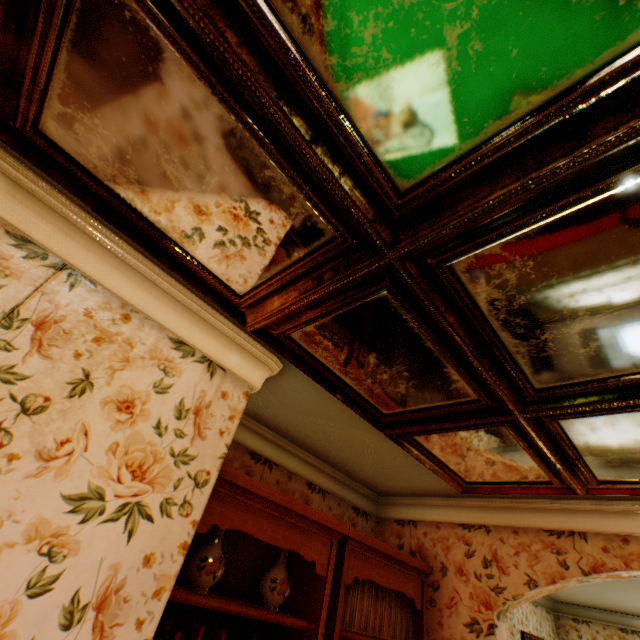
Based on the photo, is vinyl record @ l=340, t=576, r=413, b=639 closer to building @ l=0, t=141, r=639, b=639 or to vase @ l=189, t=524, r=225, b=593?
building @ l=0, t=141, r=639, b=639

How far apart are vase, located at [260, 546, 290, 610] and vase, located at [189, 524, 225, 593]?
0.4m

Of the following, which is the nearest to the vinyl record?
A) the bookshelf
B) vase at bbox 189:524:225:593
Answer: the bookshelf

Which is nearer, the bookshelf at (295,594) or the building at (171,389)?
the building at (171,389)

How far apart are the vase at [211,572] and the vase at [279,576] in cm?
40

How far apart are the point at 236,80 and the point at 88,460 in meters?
1.5 m

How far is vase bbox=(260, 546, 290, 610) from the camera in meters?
2.2 m
